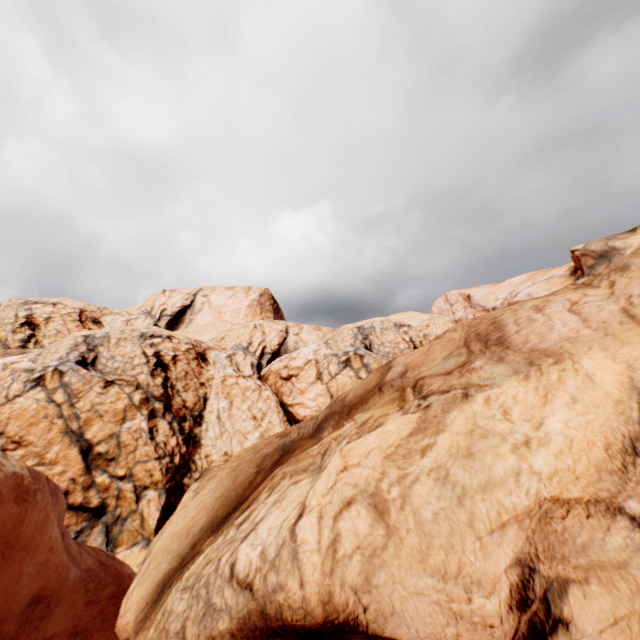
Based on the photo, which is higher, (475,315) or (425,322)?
(425,322)
